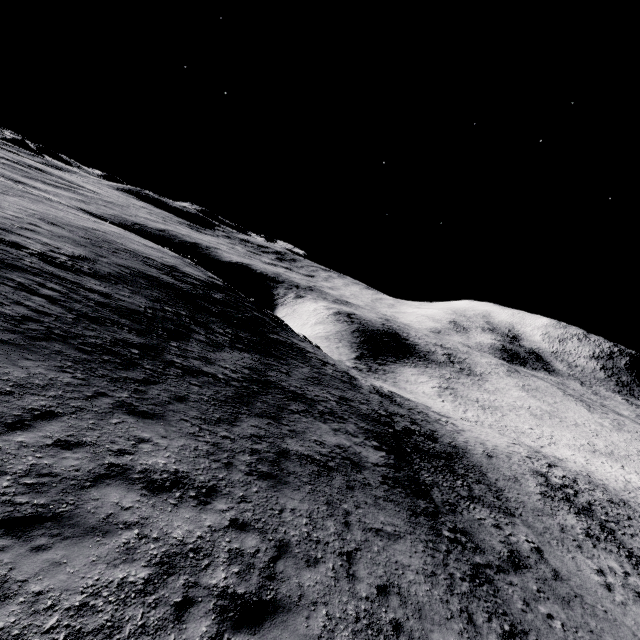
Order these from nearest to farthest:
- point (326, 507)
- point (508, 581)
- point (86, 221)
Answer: point (326, 507)
point (508, 581)
point (86, 221)
